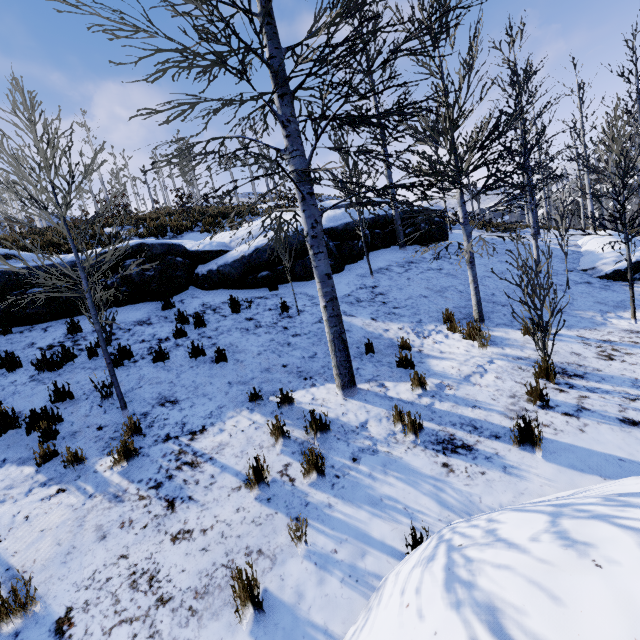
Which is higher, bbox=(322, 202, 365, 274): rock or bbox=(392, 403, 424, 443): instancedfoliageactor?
bbox=(322, 202, 365, 274): rock

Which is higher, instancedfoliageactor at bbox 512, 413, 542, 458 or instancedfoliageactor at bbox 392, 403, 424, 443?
instancedfoliageactor at bbox 392, 403, 424, 443

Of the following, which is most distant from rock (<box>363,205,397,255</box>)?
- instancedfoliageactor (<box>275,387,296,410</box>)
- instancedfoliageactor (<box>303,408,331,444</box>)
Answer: instancedfoliageactor (<box>303,408,331,444</box>)

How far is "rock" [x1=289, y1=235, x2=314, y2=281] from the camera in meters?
10.0

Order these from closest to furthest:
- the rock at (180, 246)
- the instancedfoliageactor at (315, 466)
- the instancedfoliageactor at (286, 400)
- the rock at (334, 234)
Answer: the instancedfoliageactor at (315, 466)
the instancedfoliageactor at (286, 400)
the rock at (180, 246)
the rock at (334, 234)

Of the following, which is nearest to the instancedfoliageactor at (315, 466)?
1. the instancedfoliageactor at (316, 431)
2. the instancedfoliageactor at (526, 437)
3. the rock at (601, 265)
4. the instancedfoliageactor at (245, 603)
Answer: the instancedfoliageactor at (316, 431)

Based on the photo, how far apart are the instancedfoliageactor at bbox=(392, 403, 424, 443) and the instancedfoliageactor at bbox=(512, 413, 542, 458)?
1.04m

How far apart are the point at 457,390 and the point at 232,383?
3.8 meters
